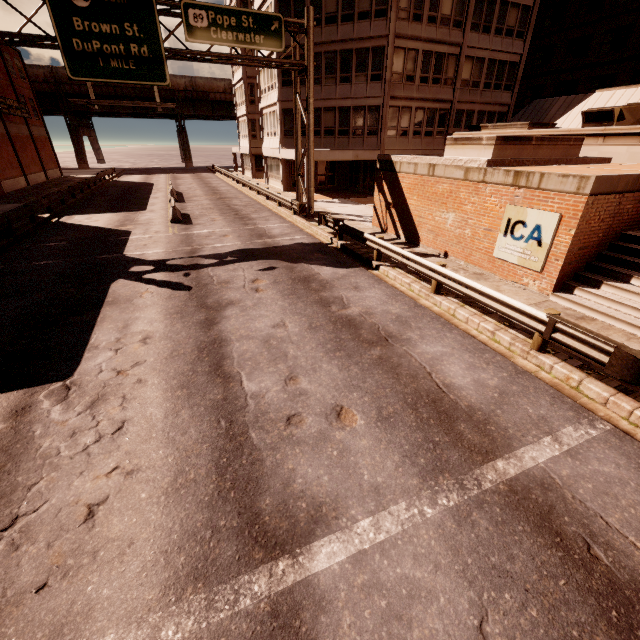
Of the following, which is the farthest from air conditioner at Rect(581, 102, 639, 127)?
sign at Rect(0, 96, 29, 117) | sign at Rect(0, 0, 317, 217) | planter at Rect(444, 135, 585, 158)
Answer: sign at Rect(0, 96, 29, 117)

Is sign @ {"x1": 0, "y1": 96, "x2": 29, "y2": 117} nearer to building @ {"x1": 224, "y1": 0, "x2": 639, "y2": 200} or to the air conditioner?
building @ {"x1": 224, "y1": 0, "x2": 639, "y2": 200}

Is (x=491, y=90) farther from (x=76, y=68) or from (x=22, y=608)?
(x=22, y=608)

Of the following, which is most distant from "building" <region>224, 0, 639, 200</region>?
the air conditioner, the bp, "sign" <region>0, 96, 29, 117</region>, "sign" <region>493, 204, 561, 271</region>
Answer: "sign" <region>0, 96, 29, 117</region>

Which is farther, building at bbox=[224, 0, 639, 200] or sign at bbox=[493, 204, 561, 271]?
building at bbox=[224, 0, 639, 200]

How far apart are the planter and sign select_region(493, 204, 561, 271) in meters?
2.6 m

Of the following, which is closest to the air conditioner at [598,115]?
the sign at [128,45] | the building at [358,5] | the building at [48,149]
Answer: the building at [358,5]

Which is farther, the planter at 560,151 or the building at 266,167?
the building at 266,167
